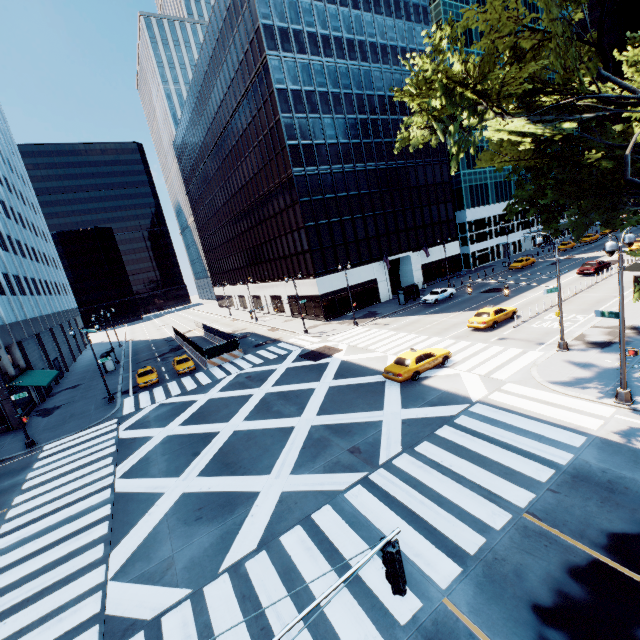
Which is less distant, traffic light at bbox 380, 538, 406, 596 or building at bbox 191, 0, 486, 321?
traffic light at bbox 380, 538, 406, 596

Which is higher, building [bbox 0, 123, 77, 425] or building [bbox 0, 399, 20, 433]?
building [bbox 0, 123, 77, 425]

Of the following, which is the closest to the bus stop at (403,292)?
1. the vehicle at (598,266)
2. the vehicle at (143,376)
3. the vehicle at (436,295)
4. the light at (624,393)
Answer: the vehicle at (436,295)

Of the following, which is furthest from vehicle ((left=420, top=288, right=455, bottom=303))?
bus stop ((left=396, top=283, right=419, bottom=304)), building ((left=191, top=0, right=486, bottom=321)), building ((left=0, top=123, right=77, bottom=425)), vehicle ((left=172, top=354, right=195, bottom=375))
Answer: building ((left=0, top=123, right=77, bottom=425))

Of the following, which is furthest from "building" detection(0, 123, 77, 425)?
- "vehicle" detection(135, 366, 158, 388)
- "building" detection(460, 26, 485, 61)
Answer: "building" detection(460, 26, 485, 61)

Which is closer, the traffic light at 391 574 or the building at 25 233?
the traffic light at 391 574

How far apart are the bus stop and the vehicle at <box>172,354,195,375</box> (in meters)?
26.67

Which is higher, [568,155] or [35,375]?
[568,155]
